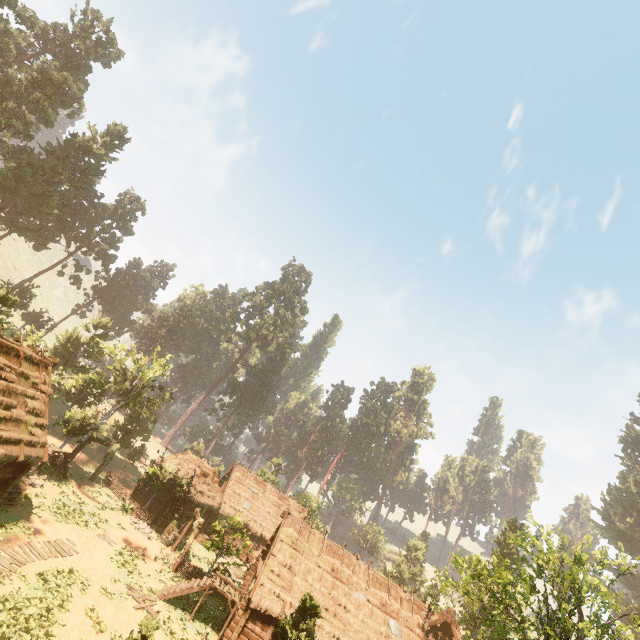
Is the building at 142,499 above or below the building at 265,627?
below

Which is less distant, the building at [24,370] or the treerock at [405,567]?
the building at [24,370]

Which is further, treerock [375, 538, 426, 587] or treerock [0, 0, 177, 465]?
treerock [375, 538, 426, 587]

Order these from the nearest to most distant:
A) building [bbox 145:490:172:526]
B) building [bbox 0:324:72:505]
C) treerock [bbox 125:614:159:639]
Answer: treerock [bbox 125:614:159:639], building [bbox 0:324:72:505], building [bbox 145:490:172:526]

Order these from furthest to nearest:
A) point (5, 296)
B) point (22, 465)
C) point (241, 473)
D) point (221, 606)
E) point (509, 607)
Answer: point (241, 473) → point (5, 296) → point (221, 606) → point (509, 607) → point (22, 465)

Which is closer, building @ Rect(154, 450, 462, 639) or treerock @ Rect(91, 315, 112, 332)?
building @ Rect(154, 450, 462, 639)
